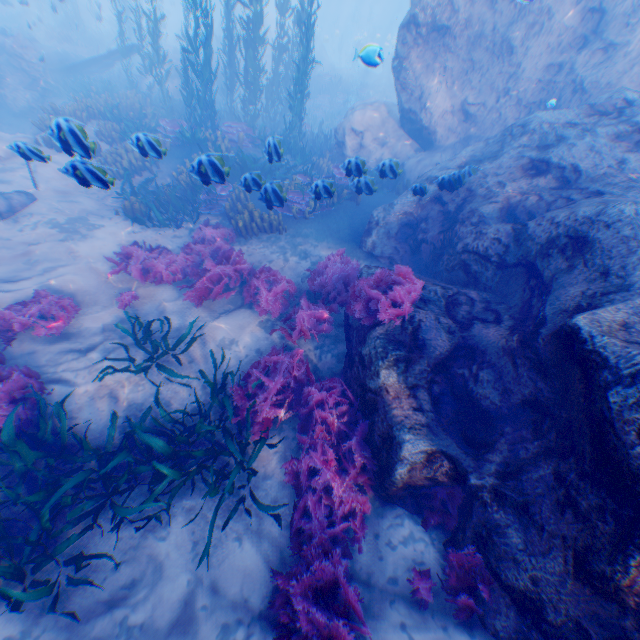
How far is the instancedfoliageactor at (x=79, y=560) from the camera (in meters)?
3.52

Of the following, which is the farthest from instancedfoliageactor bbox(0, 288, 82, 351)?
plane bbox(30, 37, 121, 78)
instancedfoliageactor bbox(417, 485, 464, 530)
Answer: instancedfoliageactor bbox(417, 485, 464, 530)

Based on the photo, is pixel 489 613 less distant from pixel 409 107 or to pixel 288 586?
pixel 288 586

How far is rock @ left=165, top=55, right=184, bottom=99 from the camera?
18.20m

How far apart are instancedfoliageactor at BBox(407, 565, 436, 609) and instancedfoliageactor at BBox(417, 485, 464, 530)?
0.3m

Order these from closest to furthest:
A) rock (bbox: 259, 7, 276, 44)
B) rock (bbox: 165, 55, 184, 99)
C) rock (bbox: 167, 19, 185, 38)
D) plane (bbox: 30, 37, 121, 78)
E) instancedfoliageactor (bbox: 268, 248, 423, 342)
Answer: instancedfoliageactor (bbox: 268, 248, 423, 342)
plane (bbox: 30, 37, 121, 78)
rock (bbox: 165, 55, 184, 99)
rock (bbox: 259, 7, 276, 44)
rock (bbox: 167, 19, 185, 38)

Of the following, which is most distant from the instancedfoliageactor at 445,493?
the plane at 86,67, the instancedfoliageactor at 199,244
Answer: the plane at 86,67
